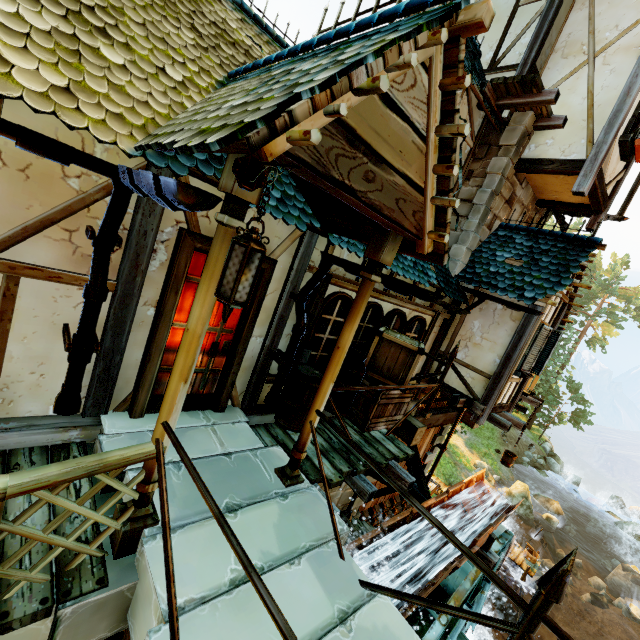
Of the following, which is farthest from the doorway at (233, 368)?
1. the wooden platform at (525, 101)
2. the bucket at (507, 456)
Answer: the bucket at (507, 456)

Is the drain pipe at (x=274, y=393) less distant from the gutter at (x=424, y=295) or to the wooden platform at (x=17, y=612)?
the gutter at (x=424, y=295)

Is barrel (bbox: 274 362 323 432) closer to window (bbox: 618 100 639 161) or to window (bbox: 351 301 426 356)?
window (bbox: 351 301 426 356)

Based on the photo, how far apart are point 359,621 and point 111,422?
3.06m

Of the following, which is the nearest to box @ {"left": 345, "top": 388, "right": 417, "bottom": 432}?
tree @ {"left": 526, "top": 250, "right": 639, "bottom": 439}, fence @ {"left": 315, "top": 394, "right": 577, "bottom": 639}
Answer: fence @ {"left": 315, "top": 394, "right": 577, "bottom": 639}

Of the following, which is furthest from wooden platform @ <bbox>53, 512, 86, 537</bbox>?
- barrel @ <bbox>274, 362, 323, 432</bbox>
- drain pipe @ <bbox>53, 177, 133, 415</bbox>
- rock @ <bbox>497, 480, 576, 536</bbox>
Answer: rock @ <bbox>497, 480, 576, 536</bbox>

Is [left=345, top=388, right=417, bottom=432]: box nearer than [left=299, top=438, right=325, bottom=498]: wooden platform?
No

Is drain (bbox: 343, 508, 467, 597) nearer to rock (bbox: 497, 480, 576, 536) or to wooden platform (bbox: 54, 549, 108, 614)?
wooden platform (bbox: 54, 549, 108, 614)
